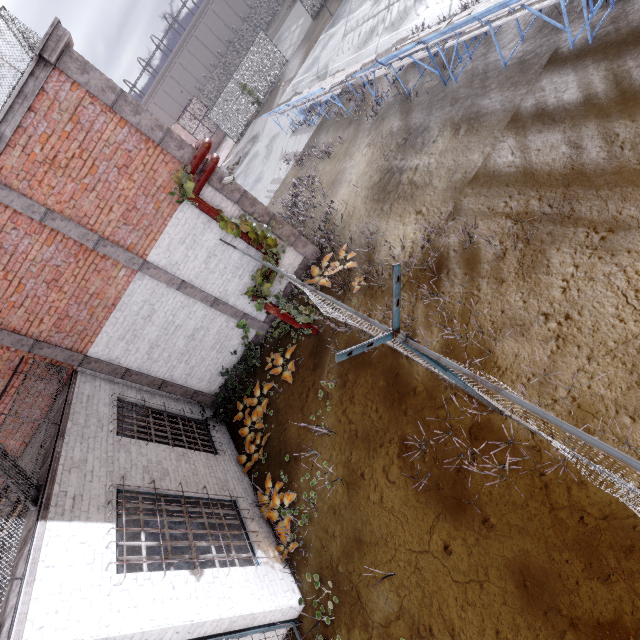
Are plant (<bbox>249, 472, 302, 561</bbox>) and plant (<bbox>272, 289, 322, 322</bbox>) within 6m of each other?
yes

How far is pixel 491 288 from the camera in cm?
580

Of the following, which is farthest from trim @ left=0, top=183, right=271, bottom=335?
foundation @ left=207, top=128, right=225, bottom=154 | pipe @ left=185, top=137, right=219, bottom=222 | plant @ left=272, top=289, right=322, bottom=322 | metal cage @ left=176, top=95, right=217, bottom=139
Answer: metal cage @ left=176, top=95, right=217, bottom=139

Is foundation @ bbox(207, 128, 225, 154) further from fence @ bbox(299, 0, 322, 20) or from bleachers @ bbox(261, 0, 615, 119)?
bleachers @ bbox(261, 0, 615, 119)

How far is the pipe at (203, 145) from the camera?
6.9 meters

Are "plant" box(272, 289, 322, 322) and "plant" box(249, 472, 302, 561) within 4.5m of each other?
yes

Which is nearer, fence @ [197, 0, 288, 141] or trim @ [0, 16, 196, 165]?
trim @ [0, 16, 196, 165]

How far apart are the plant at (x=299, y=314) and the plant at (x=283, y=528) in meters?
3.6
